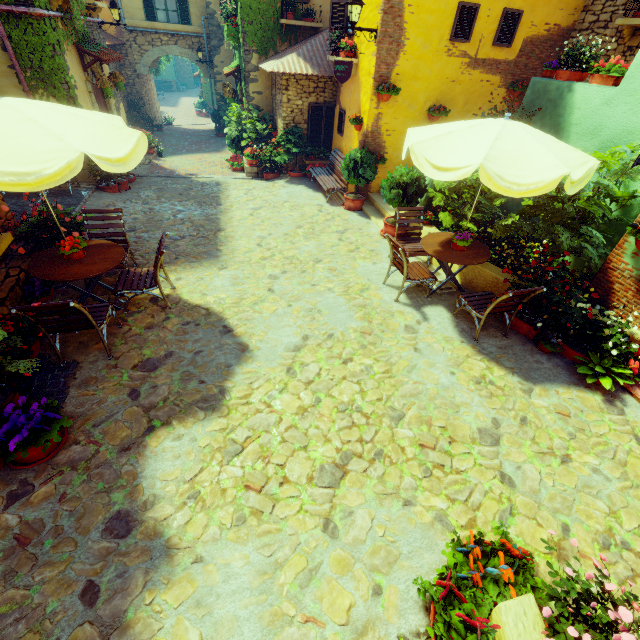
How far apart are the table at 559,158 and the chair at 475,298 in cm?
121

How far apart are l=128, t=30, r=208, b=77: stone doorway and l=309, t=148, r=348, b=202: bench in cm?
1262

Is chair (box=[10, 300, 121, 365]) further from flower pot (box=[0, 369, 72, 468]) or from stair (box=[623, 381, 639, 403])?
stair (box=[623, 381, 639, 403])

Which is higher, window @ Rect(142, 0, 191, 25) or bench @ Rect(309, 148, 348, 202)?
window @ Rect(142, 0, 191, 25)

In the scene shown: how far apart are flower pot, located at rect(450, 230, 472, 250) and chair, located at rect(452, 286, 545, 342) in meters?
0.5 m

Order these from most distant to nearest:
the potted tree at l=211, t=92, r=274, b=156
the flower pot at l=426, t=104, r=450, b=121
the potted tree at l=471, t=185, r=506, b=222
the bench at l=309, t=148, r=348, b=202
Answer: the potted tree at l=211, t=92, r=274, b=156
the bench at l=309, t=148, r=348, b=202
the flower pot at l=426, t=104, r=450, b=121
the potted tree at l=471, t=185, r=506, b=222

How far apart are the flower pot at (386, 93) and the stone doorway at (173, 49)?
15.00m

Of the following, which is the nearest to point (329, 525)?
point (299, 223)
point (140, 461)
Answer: point (140, 461)
